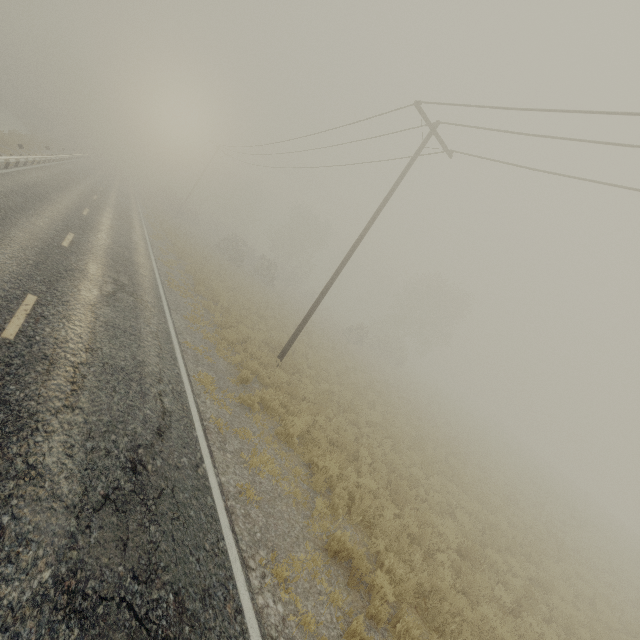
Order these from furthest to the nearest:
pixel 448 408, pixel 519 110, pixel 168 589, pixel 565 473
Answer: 1. pixel 565 473
2. pixel 448 408
3. pixel 519 110
4. pixel 168 589
